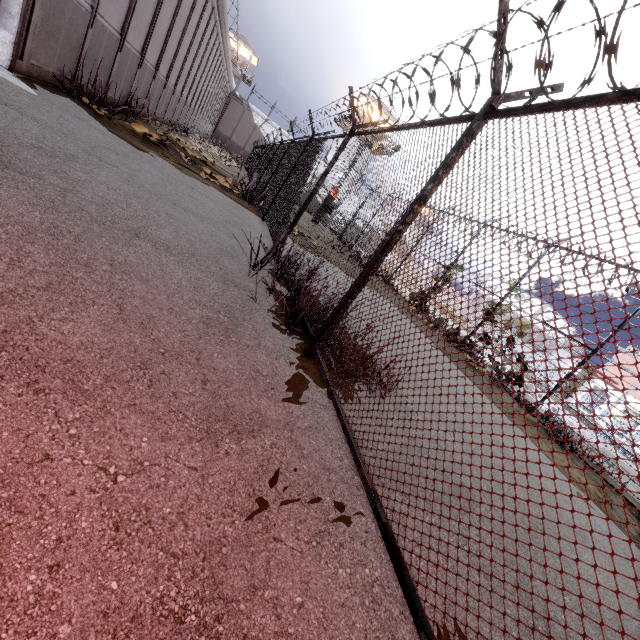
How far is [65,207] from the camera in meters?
3.2 m
